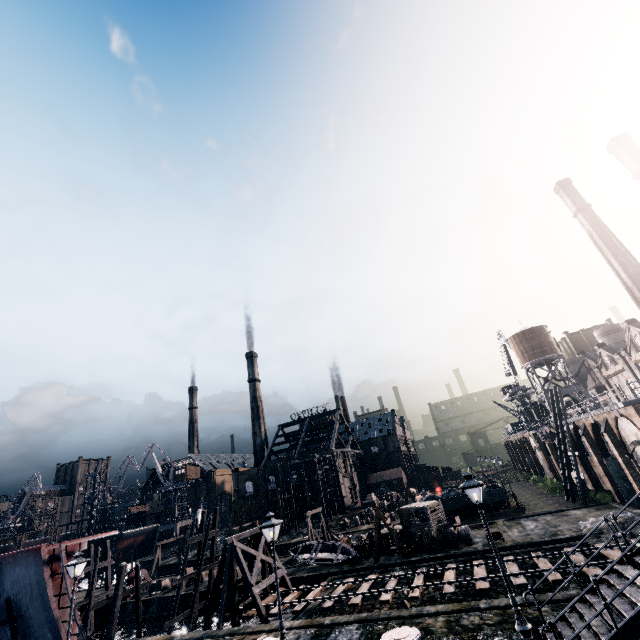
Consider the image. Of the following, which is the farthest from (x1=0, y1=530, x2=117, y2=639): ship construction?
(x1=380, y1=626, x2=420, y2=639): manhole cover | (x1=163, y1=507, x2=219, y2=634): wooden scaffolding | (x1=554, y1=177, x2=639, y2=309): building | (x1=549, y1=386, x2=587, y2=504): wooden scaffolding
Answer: (x1=554, y1=177, x2=639, y2=309): building

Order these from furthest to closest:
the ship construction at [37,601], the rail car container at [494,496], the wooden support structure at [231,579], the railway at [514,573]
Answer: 1. the rail car container at [494,496]
2. the ship construction at [37,601]
3. the wooden support structure at [231,579]
4. the railway at [514,573]

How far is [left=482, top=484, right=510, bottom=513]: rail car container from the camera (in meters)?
38.03

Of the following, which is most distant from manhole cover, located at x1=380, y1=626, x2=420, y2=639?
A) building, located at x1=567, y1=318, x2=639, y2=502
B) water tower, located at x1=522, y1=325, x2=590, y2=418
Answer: water tower, located at x1=522, y1=325, x2=590, y2=418

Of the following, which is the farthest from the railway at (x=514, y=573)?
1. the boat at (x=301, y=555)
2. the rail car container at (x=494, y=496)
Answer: the rail car container at (x=494, y=496)

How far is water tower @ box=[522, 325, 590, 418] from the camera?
54.62m

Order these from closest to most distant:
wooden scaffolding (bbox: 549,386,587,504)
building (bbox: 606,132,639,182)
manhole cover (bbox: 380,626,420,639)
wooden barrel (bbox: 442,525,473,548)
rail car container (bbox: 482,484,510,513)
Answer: manhole cover (bbox: 380,626,420,639) < wooden barrel (bbox: 442,525,473,548) < wooden scaffolding (bbox: 549,386,587,504) < rail car container (bbox: 482,484,510,513) < building (bbox: 606,132,639,182)

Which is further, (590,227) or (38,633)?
(590,227)
